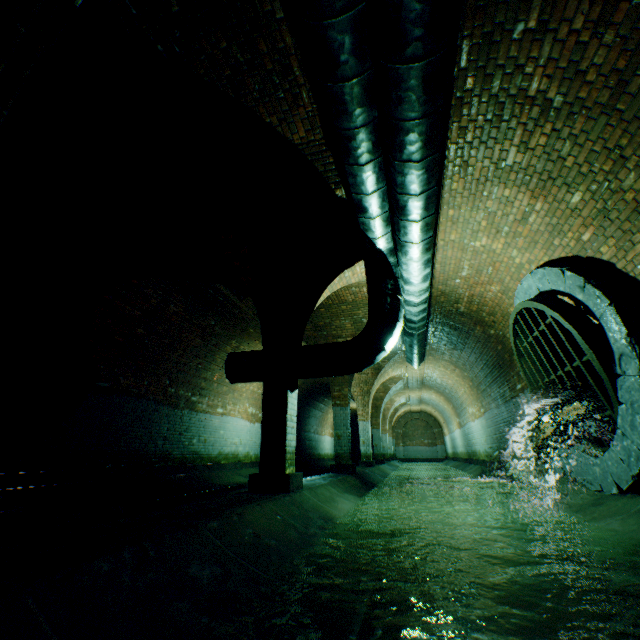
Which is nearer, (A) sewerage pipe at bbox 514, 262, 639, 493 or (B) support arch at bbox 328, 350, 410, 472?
(A) sewerage pipe at bbox 514, 262, 639, 493

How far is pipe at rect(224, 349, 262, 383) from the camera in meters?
5.8

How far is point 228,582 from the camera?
1.96m

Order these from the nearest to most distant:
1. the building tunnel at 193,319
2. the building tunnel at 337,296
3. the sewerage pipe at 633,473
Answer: the building tunnel at 193,319 < the sewerage pipe at 633,473 < the building tunnel at 337,296

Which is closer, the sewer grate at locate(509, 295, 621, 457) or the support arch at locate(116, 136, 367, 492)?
the sewer grate at locate(509, 295, 621, 457)

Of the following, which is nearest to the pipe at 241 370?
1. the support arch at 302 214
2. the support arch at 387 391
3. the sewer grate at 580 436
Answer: the support arch at 302 214

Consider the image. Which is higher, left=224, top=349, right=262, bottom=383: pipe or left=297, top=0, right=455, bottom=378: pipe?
left=297, top=0, right=455, bottom=378: pipe

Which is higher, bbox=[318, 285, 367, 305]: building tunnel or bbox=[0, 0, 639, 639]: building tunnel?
bbox=[318, 285, 367, 305]: building tunnel
